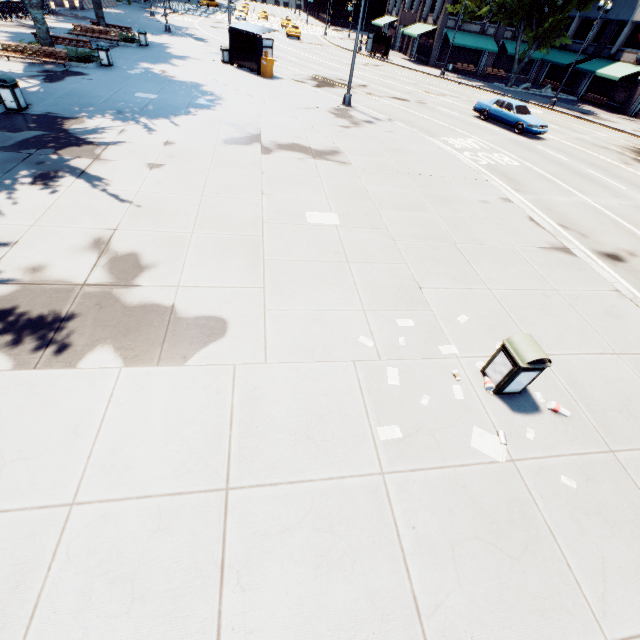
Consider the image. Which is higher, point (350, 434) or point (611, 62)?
point (611, 62)

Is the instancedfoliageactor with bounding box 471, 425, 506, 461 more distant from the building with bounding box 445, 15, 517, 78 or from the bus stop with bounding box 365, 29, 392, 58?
the building with bounding box 445, 15, 517, 78

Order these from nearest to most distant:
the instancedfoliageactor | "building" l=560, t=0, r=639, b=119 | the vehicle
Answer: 1. the instancedfoliageactor
2. the vehicle
3. "building" l=560, t=0, r=639, b=119

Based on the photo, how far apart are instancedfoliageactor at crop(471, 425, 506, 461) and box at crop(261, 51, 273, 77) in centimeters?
2582cm

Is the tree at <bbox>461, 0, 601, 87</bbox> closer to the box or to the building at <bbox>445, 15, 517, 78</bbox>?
the building at <bbox>445, 15, 517, 78</bbox>

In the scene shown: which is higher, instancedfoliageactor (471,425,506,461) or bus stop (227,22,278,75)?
bus stop (227,22,278,75)

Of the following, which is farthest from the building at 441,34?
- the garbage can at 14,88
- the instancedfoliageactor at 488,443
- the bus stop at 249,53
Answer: the garbage can at 14,88

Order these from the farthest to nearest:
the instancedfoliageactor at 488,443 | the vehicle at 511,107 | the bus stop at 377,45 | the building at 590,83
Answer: the bus stop at 377,45 < the building at 590,83 < the vehicle at 511,107 < the instancedfoliageactor at 488,443
